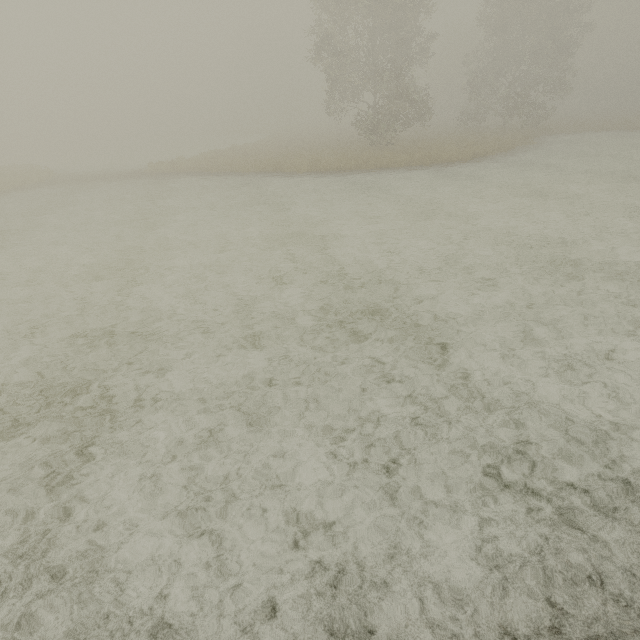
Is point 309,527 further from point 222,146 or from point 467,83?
point 222,146
